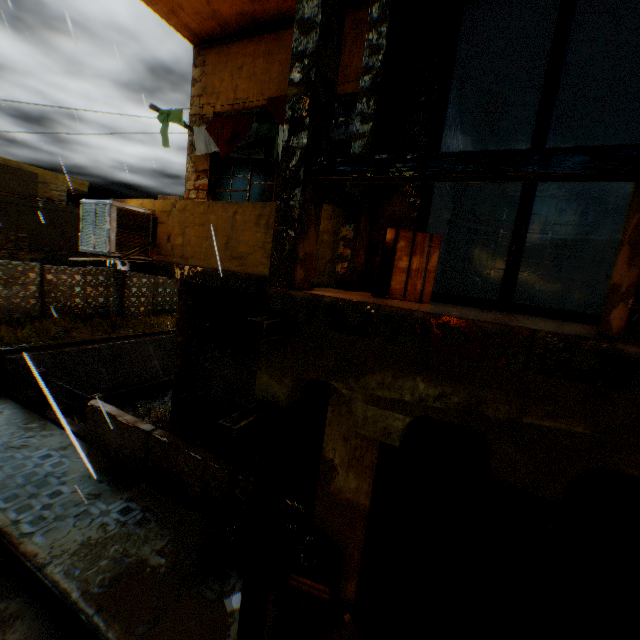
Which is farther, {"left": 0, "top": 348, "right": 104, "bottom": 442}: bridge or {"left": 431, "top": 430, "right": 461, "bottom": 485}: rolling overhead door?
{"left": 0, "top": 348, "right": 104, "bottom": 442}: bridge

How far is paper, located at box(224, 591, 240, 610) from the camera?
4.0 meters

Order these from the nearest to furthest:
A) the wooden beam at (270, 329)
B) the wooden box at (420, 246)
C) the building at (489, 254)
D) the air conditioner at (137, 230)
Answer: the wooden beam at (270, 329)
the wooden box at (420, 246)
the air conditioner at (137, 230)
the building at (489, 254)

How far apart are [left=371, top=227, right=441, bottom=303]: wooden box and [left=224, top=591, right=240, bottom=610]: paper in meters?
4.2 m

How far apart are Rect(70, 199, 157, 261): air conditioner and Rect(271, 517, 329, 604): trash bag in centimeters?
378cm

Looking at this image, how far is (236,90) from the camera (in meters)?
6.43

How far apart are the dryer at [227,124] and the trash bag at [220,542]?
4.4m

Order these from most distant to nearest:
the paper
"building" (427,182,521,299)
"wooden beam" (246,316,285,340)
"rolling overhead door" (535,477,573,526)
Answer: "building" (427,182,521,299)
the paper
"rolling overhead door" (535,477,573,526)
"wooden beam" (246,316,285,340)
